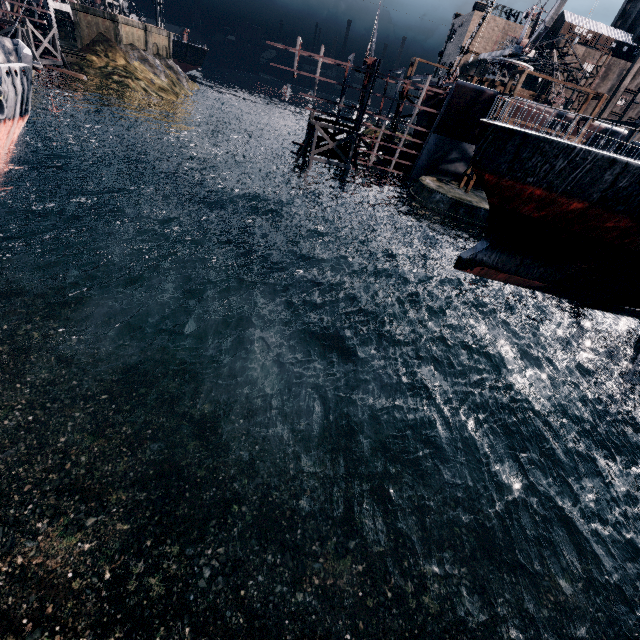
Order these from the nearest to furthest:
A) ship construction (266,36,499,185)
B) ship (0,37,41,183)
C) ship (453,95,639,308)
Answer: ship (453,95,639,308), ship (0,37,41,183), ship construction (266,36,499,185)

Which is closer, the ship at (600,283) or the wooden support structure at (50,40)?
the ship at (600,283)

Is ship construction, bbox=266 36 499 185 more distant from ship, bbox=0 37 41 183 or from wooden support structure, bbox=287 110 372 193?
ship, bbox=0 37 41 183

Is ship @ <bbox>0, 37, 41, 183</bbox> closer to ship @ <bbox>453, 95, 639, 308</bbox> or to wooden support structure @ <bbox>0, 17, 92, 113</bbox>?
wooden support structure @ <bbox>0, 17, 92, 113</bbox>

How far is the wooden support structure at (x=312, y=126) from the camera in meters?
36.9 m

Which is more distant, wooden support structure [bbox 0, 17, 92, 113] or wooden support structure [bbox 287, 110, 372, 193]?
wooden support structure [bbox 0, 17, 92, 113]

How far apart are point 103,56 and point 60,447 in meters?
70.6

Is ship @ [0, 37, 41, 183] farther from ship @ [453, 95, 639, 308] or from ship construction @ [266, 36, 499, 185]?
ship @ [453, 95, 639, 308]
